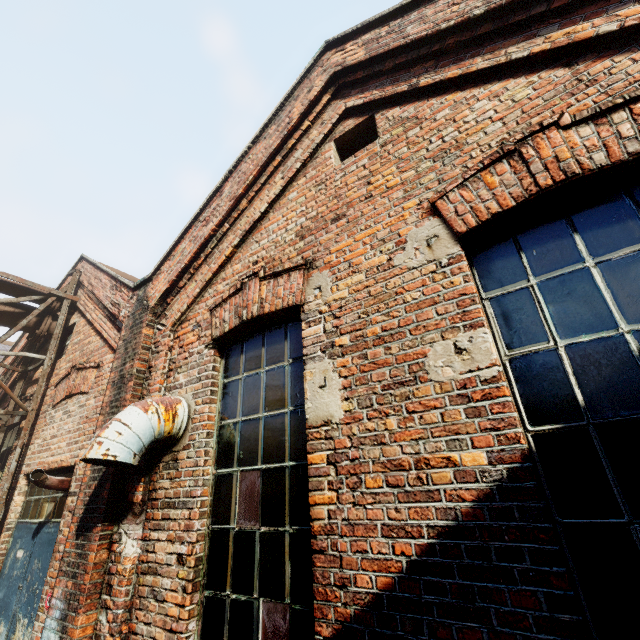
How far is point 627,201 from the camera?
1.9m
